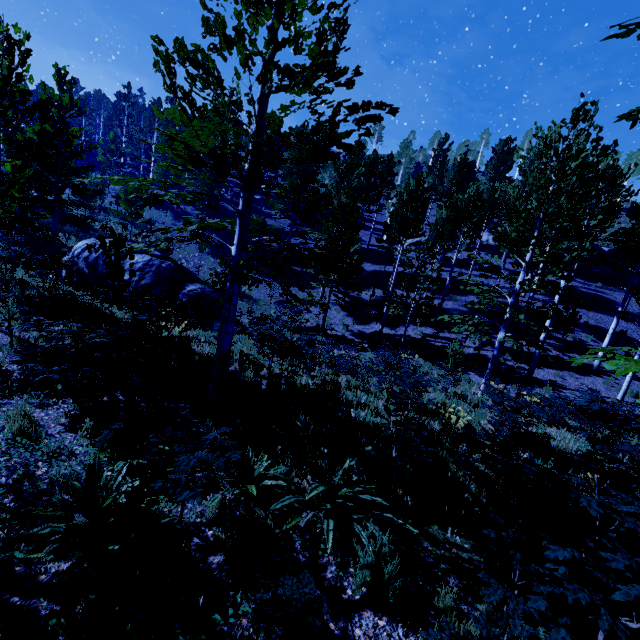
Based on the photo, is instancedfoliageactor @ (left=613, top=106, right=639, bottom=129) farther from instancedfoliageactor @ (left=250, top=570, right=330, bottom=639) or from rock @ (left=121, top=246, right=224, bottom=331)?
rock @ (left=121, top=246, right=224, bottom=331)

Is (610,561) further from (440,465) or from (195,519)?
(195,519)

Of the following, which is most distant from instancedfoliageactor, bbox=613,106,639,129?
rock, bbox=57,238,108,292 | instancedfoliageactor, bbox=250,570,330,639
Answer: rock, bbox=57,238,108,292

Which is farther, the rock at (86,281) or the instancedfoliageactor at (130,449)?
the rock at (86,281)

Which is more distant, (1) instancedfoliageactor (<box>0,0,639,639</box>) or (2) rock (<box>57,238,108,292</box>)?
(2) rock (<box>57,238,108,292</box>)

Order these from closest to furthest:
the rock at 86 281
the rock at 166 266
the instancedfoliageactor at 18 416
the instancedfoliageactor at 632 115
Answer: the instancedfoliageactor at 632 115
the instancedfoliageactor at 18 416
the rock at 166 266
the rock at 86 281

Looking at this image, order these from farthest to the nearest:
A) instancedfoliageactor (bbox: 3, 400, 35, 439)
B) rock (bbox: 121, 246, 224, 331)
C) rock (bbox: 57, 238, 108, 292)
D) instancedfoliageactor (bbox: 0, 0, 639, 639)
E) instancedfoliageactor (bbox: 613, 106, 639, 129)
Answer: rock (bbox: 57, 238, 108, 292)
rock (bbox: 121, 246, 224, 331)
instancedfoliageactor (bbox: 3, 400, 35, 439)
instancedfoliageactor (bbox: 0, 0, 639, 639)
instancedfoliageactor (bbox: 613, 106, 639, 129)
